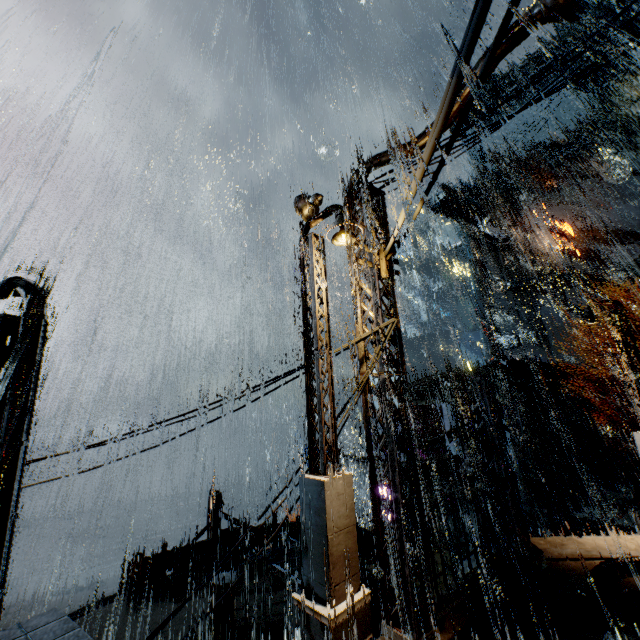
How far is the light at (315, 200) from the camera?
8.5 meters

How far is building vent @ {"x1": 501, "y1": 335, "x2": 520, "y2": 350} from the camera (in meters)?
44.12

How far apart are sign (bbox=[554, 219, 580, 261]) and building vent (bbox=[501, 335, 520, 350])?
12.8 meters

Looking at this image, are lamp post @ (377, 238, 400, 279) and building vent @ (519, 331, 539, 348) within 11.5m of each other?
no

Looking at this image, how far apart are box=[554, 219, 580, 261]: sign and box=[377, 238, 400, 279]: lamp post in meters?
41.6

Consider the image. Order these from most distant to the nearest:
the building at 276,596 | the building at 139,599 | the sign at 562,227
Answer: the sign at 562,227 < the building at 276,596 < the building at 139,599

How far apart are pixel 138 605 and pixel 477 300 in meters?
49.9

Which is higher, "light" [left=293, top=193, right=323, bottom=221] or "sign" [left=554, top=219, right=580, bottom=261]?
"sign" [left=554, top=219, right=580, bottom=261]
